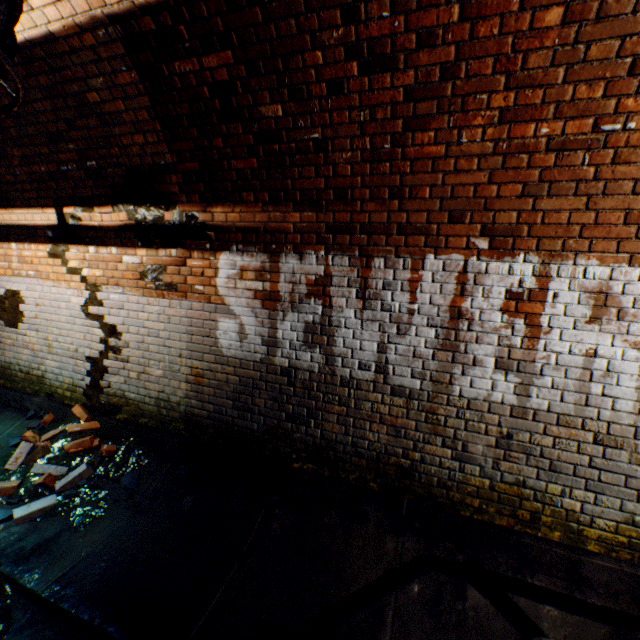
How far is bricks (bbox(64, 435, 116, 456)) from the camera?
3.65m

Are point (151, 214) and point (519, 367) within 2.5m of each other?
no

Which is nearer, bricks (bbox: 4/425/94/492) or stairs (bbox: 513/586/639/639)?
stairs (bbox: 513/586/639/639)

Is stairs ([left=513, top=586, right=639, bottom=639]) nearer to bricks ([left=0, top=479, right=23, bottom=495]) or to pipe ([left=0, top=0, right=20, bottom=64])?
pipe ([left=0, top=0, right=20, bottom=64])

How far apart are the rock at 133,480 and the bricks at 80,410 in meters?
0.4 m

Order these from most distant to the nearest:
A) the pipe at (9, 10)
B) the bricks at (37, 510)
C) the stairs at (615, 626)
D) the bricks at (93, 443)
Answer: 1. the bricks at (93, 443)
2. the bricks at (37, 510)
3. the stairs at (615, 626)
4. the pipe at (9, 10)

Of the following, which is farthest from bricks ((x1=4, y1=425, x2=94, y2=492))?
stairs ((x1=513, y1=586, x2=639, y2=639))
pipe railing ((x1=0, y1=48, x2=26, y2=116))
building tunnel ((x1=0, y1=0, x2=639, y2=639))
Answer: stairs ((x1=513, y1=586, x2=639, y2=639))

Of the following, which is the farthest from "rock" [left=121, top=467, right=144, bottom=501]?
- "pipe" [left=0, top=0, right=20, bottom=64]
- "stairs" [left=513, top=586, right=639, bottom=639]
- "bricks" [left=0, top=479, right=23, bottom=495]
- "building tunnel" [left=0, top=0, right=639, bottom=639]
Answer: "pipe" [left=0, top=0, right=20, bottom=64]
